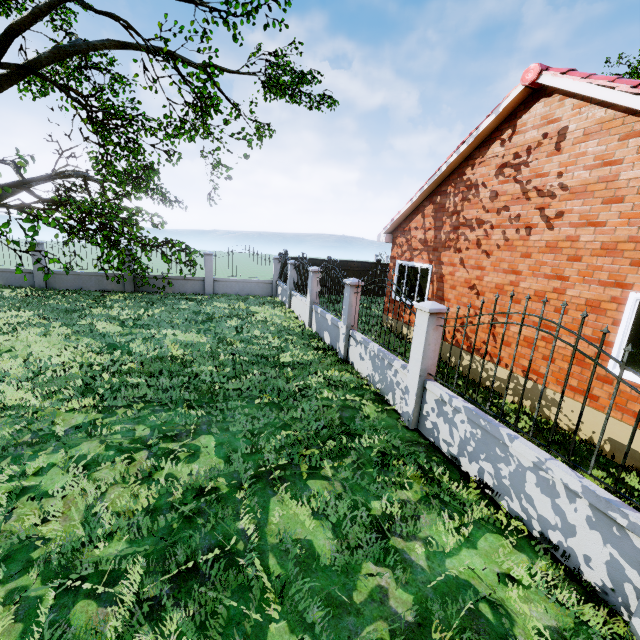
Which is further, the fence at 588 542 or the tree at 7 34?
the tree at 7 34

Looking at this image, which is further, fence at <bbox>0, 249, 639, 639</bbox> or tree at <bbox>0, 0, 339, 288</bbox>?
tree at <bbox>0, 0, 339, 288</bbox>

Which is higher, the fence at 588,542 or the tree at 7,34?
the tree at 7,34

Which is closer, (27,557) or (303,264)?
(27,557)

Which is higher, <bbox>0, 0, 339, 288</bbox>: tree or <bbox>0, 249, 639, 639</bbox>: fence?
<bbox>0, 0, 339, 288</bbox>: tree
